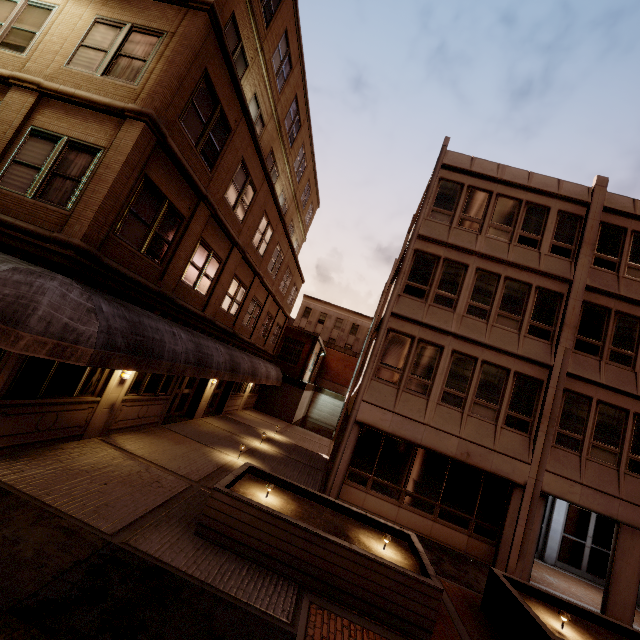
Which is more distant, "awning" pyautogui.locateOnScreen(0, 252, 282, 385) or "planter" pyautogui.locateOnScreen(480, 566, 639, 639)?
"planter" pyautogui.locateOnScreen(480, 566, 639, 639)

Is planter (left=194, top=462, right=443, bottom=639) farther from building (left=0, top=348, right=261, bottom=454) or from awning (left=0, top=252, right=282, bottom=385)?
building (left=0, top=348, right=261, bottom=454)

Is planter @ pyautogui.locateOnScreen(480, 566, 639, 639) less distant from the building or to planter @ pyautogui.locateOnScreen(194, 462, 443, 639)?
planter @ pyautogui.locateOnScreen(194, 462, 443, 639)

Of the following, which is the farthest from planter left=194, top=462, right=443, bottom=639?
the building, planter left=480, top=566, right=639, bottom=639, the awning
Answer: the building

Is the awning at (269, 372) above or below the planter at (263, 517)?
above

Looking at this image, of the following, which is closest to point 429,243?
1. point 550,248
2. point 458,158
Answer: point 458,158

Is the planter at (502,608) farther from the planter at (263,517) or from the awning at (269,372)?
the awning at (269,372)

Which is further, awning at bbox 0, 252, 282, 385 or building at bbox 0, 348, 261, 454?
building at bbox 0, 348, 261, 454
